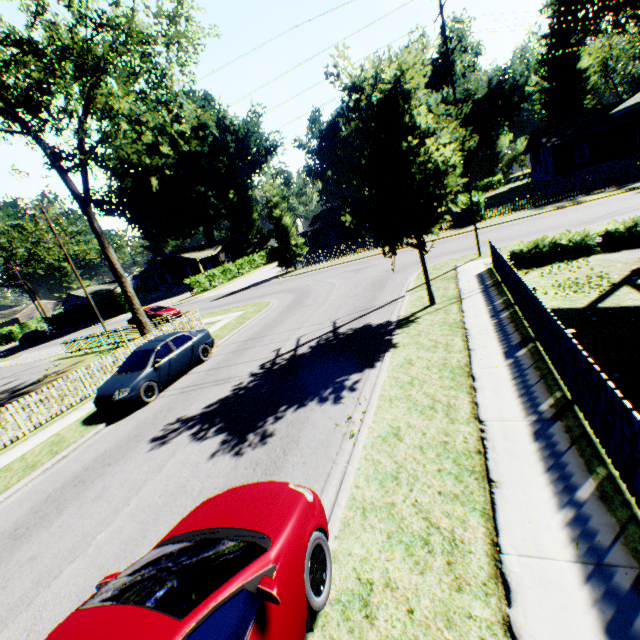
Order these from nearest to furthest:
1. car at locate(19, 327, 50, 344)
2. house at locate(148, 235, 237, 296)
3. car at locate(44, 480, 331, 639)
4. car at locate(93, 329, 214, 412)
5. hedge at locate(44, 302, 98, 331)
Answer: car at locate(44, 480, 331, 639)
car at locate(93, 329, 214, 412)
car at locate(19, 327, 50, 344)
hedge at locate(44, 302, 98, 331)
house at locate(148, 235, 237, 296)

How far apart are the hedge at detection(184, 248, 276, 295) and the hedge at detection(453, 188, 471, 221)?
31.05m

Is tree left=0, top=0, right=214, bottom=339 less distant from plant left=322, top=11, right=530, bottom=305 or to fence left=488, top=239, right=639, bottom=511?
fence left=488, top=239, right=639, bottom=511

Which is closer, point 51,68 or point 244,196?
point 51,68

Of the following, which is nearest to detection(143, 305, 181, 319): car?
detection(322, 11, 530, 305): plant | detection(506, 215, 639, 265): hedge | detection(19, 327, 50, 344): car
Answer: detection(506, 215, 639, 265): hedge

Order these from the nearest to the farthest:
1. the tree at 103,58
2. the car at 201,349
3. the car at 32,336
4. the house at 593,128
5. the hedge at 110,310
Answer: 1. the car at 201,349
2. the tree at 103,58
3. the house at 593,128
4. the hedge at 110,310
5. the car at 32,336

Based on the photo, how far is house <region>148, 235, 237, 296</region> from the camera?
52.0 meters

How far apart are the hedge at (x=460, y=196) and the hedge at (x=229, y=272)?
31.05m
